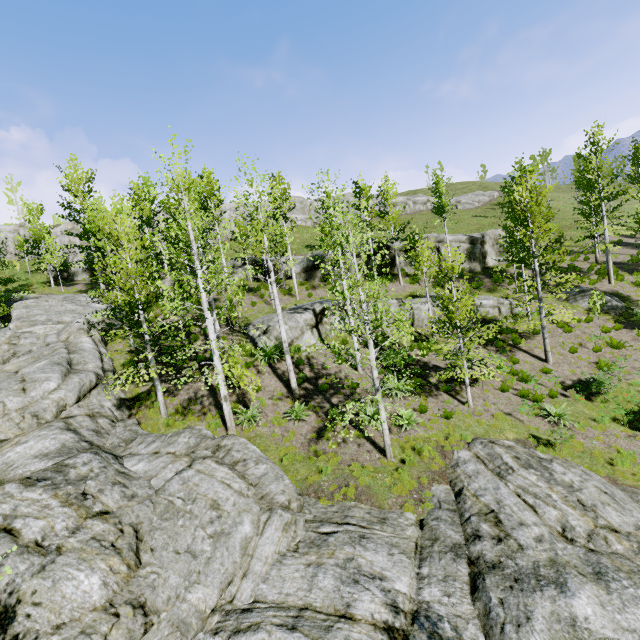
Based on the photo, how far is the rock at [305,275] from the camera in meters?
28.8 m

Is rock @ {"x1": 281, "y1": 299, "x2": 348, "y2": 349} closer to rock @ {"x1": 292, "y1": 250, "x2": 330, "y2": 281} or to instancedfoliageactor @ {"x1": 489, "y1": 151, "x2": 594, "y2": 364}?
instancedfoliageactor @ {"x1": 489, "y1": 151, "x2": 594, "y2": 364}

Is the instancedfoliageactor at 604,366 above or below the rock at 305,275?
below

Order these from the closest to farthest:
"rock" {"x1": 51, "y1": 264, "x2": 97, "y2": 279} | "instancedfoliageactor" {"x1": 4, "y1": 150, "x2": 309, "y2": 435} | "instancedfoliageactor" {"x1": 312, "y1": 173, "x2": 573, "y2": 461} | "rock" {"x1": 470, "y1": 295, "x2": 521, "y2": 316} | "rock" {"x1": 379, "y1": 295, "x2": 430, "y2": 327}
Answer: "instancedfoliageactor" {"x1": 312, "y1": 173, "x2": 573, "y2": 461}, "instancedfoliageactor" {"x1": 4, "y1": 150, "x2": 309, "y2": 435}, "rock" {"x1": 379, "y1": 295, "x2": 430, "y2": 327}, "rock" {"x1": 470, "y1": 295, "x2": 521, "y2": 316}, "rock" {"x1": 51, "y1": 264, "x2": 97, "y2": 279}

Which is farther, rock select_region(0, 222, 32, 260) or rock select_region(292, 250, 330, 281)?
rock select_region(0, 222, 32, 260)

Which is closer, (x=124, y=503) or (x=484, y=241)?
(x=124, y=503)

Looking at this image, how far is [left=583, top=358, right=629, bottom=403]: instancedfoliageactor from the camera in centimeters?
1427cm

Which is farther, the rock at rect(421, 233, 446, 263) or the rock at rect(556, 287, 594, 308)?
the rock at rect(421, 233, 446, 263)
